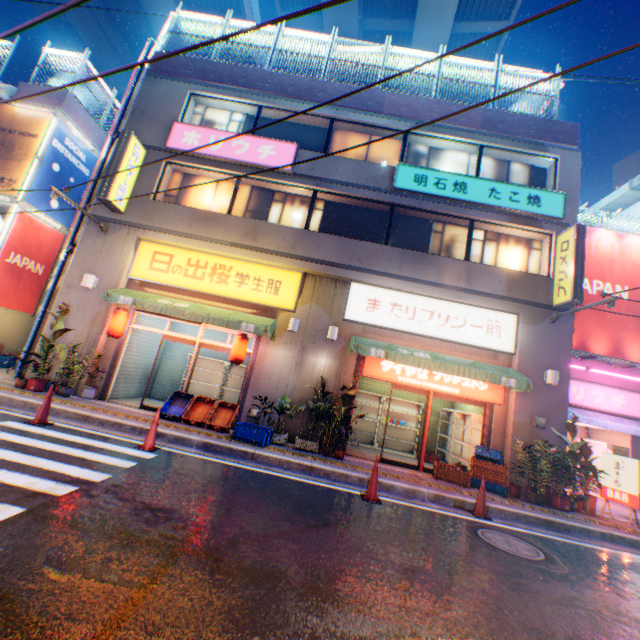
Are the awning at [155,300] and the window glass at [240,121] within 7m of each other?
yes

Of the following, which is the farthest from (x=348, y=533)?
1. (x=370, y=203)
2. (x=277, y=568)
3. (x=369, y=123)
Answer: (x=369, y=123)

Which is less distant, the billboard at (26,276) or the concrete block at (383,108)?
the concrete block at (383,108)

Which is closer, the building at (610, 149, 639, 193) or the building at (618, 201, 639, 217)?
the building at (618, 201, 639, 217)

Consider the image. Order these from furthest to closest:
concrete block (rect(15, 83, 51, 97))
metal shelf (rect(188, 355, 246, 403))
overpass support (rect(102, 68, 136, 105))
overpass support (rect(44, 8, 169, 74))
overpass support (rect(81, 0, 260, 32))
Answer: overpass support (rect(102, 68, 136, 105)) → overpass support (rect(44, 8, 169, 74)) → overpass support (rect(81, 0, 260, 32)) → concrete block (rect(15, 83, 51, 97)) → metal shelf (rect(188, 355, 246, 403))

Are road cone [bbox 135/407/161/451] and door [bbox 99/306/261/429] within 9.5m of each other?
yes

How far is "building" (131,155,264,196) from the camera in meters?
11.1 m

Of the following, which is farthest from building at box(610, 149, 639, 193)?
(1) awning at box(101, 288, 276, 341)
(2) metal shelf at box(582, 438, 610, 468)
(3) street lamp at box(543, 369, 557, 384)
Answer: (1) awning at box(101, 288, 276, 341)
